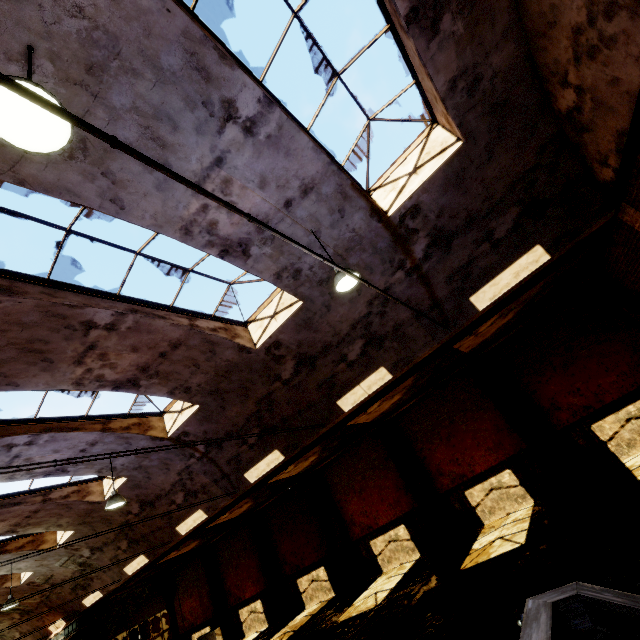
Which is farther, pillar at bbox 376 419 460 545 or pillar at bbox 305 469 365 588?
pillar at bbox 305 469 365 588

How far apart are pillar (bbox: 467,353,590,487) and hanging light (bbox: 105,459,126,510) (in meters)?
12.96

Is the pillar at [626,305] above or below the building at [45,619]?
below

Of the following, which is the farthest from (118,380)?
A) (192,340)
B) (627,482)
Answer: (627,482)

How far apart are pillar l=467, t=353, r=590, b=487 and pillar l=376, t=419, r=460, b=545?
4.2 meters

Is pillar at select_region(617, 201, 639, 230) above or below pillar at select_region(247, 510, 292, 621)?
above

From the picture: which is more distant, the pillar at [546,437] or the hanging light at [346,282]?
the pillar at [546,437]

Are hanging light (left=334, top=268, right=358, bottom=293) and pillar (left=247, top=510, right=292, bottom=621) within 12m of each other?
no
